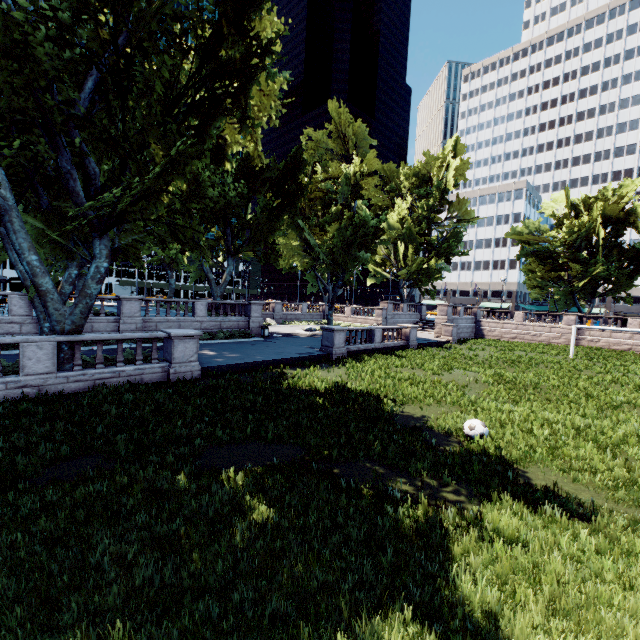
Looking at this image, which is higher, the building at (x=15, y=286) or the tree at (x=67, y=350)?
the building at (x=15, y=286)

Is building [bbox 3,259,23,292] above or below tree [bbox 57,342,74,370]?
above

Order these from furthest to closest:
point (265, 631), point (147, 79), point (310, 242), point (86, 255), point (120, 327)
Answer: point (310, 242), point (120, 327), point (86, 255), point (147, 79), point (265, 631)

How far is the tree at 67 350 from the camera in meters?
12.4

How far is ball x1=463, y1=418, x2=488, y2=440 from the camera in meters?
9.5 m

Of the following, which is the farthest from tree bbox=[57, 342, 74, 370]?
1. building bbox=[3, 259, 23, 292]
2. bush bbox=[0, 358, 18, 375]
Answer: building bbox=[3, 259, 23, 292]

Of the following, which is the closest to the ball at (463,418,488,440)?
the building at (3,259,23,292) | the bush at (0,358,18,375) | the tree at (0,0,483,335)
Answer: the tree at (0,0,483,335)

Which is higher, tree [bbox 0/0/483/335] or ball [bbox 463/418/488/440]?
tree [bbox 0/0/483/335]
